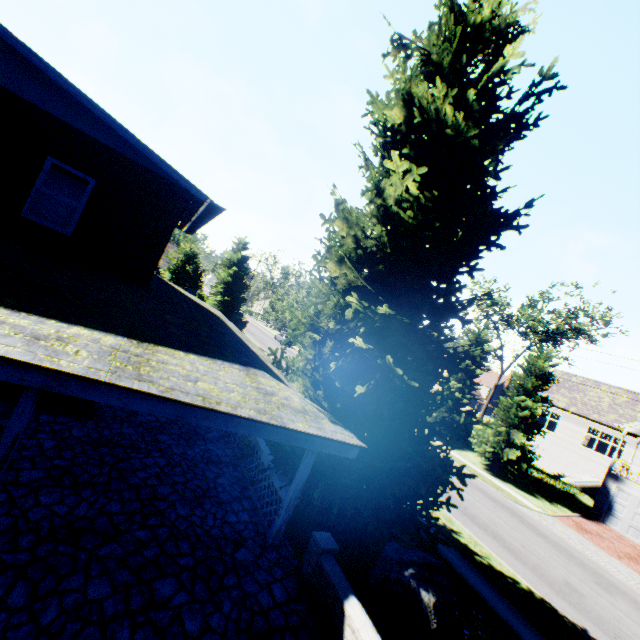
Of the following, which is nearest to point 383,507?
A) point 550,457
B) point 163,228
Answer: point 163,228

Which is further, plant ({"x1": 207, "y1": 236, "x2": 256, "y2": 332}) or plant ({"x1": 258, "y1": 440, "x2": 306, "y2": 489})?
plant ({"x1": 207, "y1": 236, "x2": 256, "y2": 332})

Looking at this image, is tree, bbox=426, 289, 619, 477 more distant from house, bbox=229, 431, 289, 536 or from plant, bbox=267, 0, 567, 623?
house, bbox=229, 431, 289, 536

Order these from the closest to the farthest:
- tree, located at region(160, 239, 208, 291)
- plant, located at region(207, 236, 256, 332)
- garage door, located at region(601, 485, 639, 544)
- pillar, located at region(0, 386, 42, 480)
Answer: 1. pillar, located at region(0, 386, 42, 480)
2. garage door, located at region(601, 485, 639, 544)
3. plant, located at region(207, 236, 256, 332)
4. tree, located at region(160, 239, 208, 291)

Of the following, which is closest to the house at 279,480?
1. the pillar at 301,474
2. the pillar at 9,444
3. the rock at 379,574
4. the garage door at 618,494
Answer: the pillar at 301,474

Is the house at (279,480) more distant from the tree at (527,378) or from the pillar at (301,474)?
the tree at (527,378)

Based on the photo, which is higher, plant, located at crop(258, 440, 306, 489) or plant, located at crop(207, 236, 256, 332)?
plant, located at crop(207, 236, 256, 332)

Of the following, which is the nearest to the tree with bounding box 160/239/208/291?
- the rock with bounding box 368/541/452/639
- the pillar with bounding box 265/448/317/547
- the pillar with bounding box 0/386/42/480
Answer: the rock with bounding box 368/541/452/639
